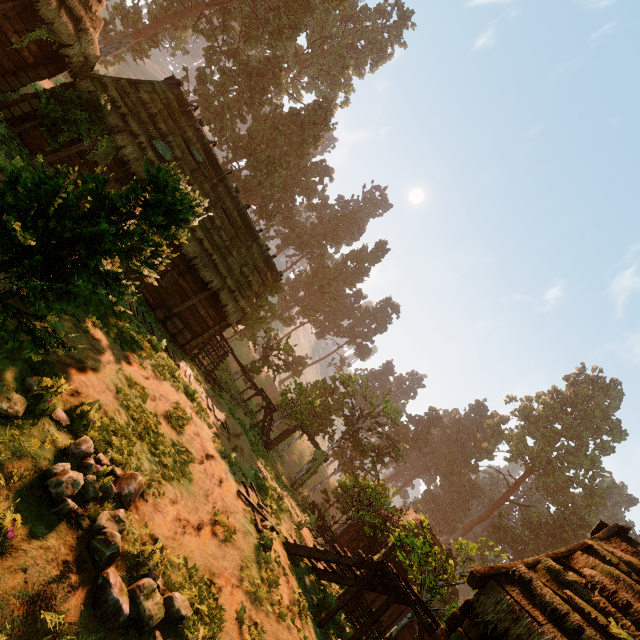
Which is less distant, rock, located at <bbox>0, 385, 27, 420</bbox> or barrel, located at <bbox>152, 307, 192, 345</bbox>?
rock, located at <bbox>0, 385, 27, 420</bbox>

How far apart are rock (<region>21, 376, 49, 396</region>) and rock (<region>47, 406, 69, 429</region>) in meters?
0.3

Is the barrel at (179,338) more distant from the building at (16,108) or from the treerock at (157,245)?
the treerock at (157,245)

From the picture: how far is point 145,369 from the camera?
9.2m

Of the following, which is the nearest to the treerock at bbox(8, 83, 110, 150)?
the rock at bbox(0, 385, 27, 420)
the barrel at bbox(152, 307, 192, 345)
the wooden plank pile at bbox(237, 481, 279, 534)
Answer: the rock at bbox(0, 385, 27, 420)

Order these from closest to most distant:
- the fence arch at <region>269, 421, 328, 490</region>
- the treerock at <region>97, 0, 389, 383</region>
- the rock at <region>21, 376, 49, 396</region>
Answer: the rock at <region>21, 376, 49, 396</region> → the fence arch at <region>269, 421, 328, 490</region> → the treerock at <region>97, 0, 389, 383</region>

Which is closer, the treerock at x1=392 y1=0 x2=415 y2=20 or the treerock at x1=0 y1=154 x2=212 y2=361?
the treerock at x1=0 y1=154 x2=212 y2=361

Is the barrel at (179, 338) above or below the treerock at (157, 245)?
below
